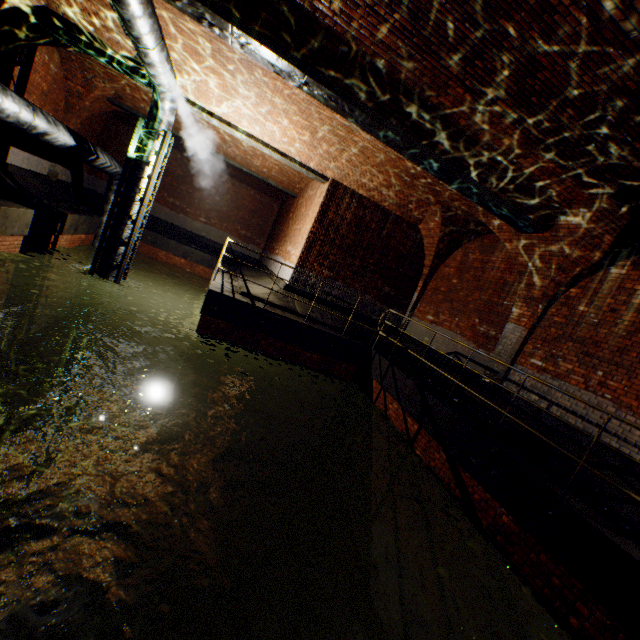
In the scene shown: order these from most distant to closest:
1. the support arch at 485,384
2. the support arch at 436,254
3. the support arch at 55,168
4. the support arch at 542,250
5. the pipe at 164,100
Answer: the support arch at 55,168 → the support arch at 436,254 → the support arch at 485,384 → the support arch at 542,250 → the pipe at 164,100

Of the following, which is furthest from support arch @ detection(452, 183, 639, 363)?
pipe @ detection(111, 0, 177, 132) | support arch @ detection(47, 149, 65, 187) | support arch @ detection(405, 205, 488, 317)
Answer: support arch @ detection(47, 149, 65, 187)

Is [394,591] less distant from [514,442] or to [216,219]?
[514,442]

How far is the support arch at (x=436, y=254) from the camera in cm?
1011

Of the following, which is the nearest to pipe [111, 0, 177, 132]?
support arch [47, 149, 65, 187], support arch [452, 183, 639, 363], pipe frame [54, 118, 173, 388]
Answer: pipe frame [54, 118, 173, 388]

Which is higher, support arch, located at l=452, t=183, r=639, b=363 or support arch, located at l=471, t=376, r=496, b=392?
support arch, located at l=452, t=183, r=639, b=363

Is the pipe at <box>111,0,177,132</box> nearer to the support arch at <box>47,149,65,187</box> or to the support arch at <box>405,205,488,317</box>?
the support arch at <box>47,149,65,187</box>

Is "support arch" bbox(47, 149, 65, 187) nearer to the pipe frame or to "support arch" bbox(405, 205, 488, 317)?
the pipe frame
